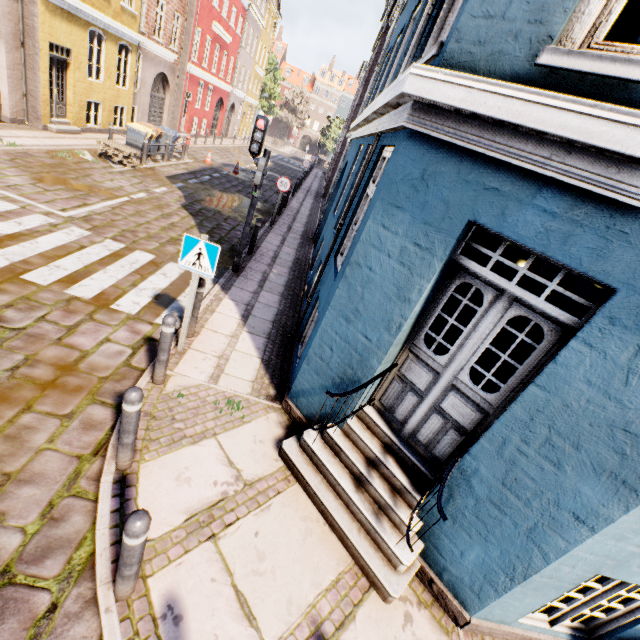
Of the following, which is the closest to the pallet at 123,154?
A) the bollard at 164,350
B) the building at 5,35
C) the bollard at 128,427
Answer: the building at 5,35

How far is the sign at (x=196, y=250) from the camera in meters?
4.3 m

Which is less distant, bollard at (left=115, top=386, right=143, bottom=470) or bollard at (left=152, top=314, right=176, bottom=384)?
bollard at (left=115, top=386, right=143, bottom=470)

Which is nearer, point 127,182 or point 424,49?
point 424,49

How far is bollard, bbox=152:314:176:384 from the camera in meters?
4.0

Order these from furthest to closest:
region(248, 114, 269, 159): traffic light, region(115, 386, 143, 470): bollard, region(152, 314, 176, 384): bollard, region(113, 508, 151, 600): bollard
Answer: region(248, 114, 269, 159): traffic light < region(152, 314, 176, 384): bollard < region(115, 386, 143, 470): bollard < region(113, 508, 151, 600): bollard

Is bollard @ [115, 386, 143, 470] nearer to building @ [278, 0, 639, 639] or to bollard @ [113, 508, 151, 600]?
bollard @ [113, 508, 151, 600]

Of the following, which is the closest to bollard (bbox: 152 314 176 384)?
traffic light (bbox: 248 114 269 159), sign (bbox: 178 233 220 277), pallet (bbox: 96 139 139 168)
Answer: sign (bbox: 178 233 220 277)
